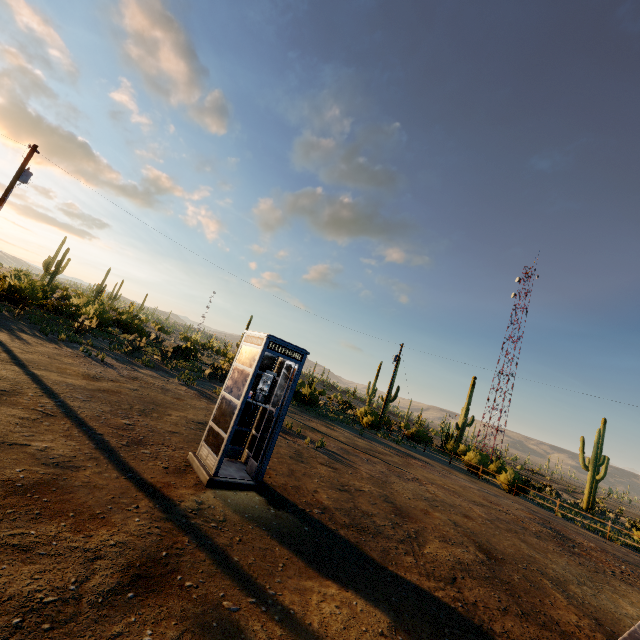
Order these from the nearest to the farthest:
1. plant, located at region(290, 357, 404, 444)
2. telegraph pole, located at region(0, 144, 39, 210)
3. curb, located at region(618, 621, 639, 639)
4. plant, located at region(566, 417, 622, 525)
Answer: curb, located at region(618, 621, 639, 639)
telegraph pole, located at region(0, 144, 39, 210)
plant, located at region(290, 357, 404, 444)
plant, located at region(566, 417, 622, 525)

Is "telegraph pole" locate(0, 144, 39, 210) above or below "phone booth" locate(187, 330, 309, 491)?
above

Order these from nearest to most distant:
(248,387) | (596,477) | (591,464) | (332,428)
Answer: (248,387)
(332,428)
(591,464)
(596,477)

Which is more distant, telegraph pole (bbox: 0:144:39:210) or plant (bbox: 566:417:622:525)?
plant (bbox: 566:417:622:525)

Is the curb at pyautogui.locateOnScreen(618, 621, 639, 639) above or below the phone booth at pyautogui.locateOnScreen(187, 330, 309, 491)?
below

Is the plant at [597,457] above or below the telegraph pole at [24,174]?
below

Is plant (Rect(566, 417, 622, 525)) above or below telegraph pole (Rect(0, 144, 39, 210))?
below

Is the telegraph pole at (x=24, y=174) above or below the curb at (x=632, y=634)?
above
